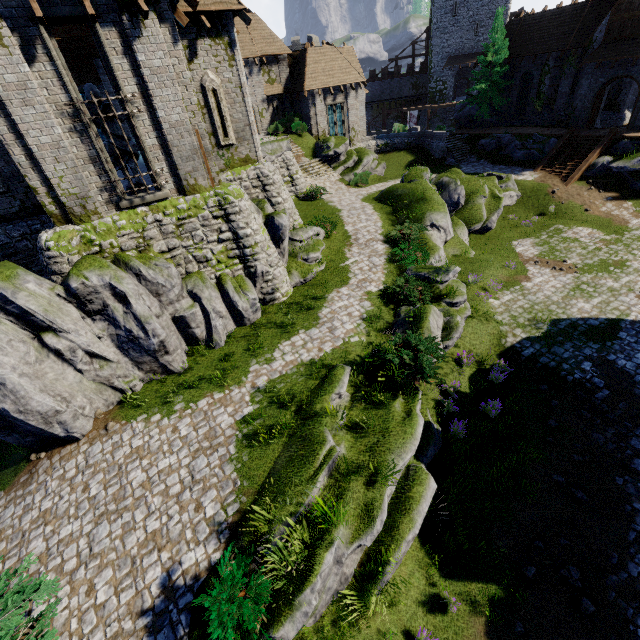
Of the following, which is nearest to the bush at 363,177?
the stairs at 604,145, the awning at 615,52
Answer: the stairs at 604,145

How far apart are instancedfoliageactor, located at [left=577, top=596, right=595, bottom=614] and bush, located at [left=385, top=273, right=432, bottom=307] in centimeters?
973cm

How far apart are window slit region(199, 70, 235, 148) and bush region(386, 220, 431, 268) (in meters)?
9.10

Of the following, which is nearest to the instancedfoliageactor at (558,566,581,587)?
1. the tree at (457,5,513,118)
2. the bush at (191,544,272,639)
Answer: the bush at (191,544,272,639)

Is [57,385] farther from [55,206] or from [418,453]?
[418,453]

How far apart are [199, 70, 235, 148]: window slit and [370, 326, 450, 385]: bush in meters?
11.5

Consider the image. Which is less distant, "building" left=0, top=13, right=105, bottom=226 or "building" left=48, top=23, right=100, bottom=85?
"building" left=0, top=13, right=105, bottom=226

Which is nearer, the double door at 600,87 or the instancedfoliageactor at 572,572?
the instancedfoliageactor at 572,572
